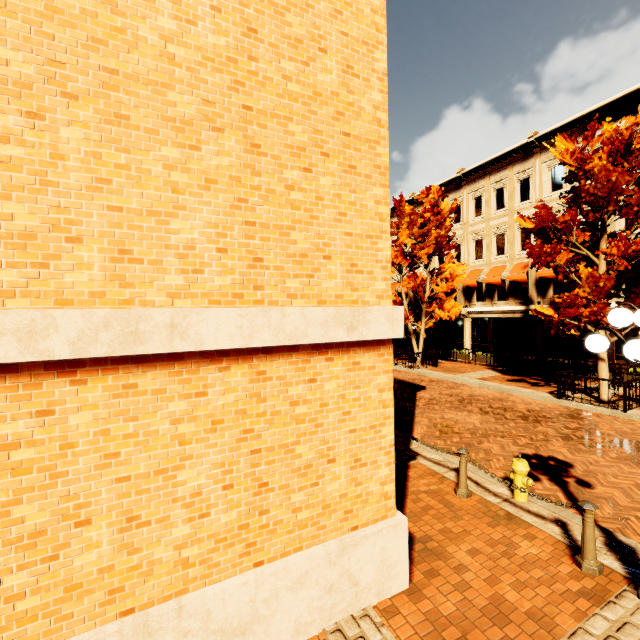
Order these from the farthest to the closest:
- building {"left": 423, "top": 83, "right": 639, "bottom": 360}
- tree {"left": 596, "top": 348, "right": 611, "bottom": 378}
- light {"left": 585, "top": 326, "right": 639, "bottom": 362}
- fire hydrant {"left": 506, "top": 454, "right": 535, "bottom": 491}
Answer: building {"left": 423, "top": 83, "right": 639, "bottom": 360}
tree {"left": 596, "top": 348, "right": 611, "bottom": 378}
fire hydrant {"left": 506, "top": 454, "right": 535, "bottom": 491}
light {"left": 585, "top": 326, "right": 639, "bottom": 362}

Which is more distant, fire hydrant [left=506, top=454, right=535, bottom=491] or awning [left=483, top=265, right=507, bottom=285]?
awning [left=483, top=265, right=507, bottom=285]

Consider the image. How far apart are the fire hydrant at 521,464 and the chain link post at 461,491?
0.73m

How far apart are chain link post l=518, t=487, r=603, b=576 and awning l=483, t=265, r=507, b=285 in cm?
1822

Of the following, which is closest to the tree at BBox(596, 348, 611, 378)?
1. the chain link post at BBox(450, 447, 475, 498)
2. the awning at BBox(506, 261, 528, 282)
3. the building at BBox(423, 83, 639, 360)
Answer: the building at BBox(423, 83, 639, 360)

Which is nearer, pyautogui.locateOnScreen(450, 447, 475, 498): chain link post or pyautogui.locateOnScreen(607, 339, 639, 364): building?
pyautogui.locateOnScreen(450, 447, 475, 498): chain link post

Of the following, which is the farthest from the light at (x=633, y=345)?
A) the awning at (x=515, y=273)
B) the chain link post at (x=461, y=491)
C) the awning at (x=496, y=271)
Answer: the awning at (x=496, y=271)

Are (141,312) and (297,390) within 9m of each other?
yes
